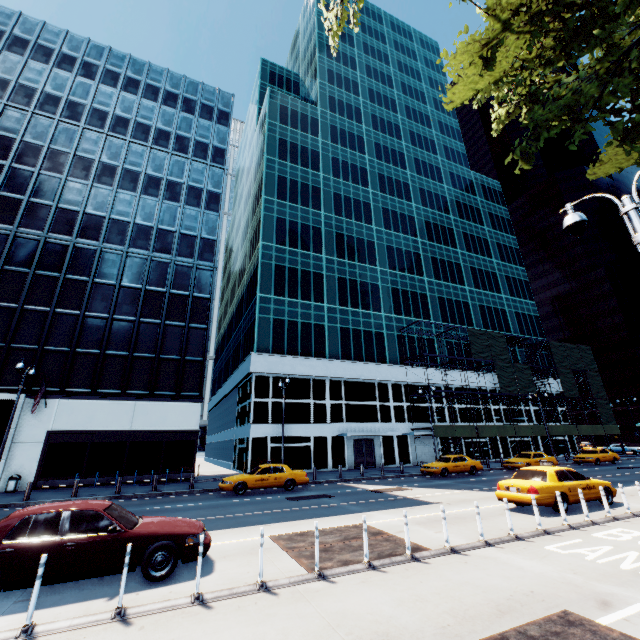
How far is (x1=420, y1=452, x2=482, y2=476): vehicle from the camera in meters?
24.6 m

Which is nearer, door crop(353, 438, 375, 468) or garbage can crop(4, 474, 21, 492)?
garbage can crop(4, 474, 21, 492)

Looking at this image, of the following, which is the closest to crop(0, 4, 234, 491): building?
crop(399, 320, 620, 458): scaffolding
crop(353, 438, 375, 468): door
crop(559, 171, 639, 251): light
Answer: crop(353, 438, 375, 468): door

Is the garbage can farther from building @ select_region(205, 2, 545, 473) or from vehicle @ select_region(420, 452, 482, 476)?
vehicle @ select_region(420, 452, 482, 476)

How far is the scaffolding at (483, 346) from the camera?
39.2 meters

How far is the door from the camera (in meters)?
32.67

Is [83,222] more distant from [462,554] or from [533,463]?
[533,463]

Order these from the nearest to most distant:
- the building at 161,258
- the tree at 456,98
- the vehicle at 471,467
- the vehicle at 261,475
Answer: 1. the tree at 456,98
2. the vehicle at 261,475
3. the building at 161,258
4. the vehicle at 471,467
